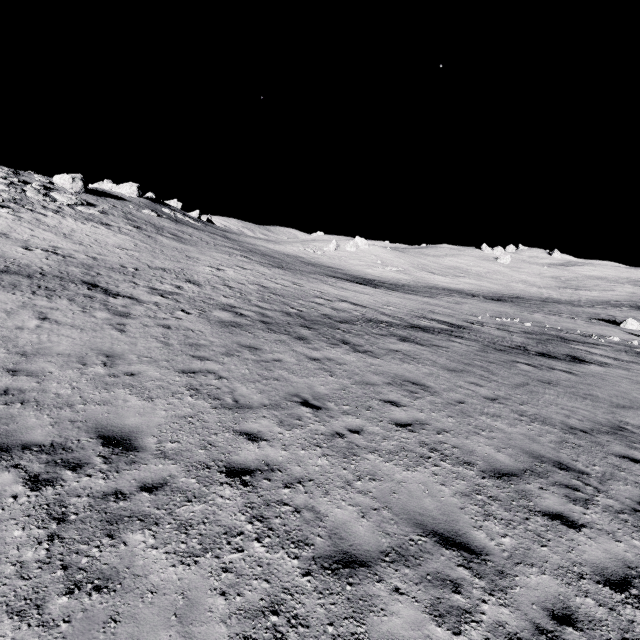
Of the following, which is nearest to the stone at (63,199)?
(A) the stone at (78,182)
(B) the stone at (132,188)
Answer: (A) the stone at (78,182)

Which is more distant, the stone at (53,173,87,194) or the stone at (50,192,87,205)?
the stone at (53,173,87,194)

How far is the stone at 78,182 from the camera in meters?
39.2

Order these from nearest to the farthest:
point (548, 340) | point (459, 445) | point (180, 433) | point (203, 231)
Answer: point (180, 433)
point (459, 445)
point (548, 340)
point (203, 231)

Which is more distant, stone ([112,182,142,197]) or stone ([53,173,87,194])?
stone ([112,182,142,197])

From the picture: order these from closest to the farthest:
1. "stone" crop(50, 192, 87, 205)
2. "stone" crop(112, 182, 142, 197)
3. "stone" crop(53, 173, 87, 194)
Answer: "stone" crop(50, 192, 87, 205) → "stone" crop(53, 173, 87, 194) → "stone" crop(112, 182, 142, 197)

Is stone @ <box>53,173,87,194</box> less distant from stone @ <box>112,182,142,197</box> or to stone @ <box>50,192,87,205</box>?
stone @ <box>50,192,87,205</box>
